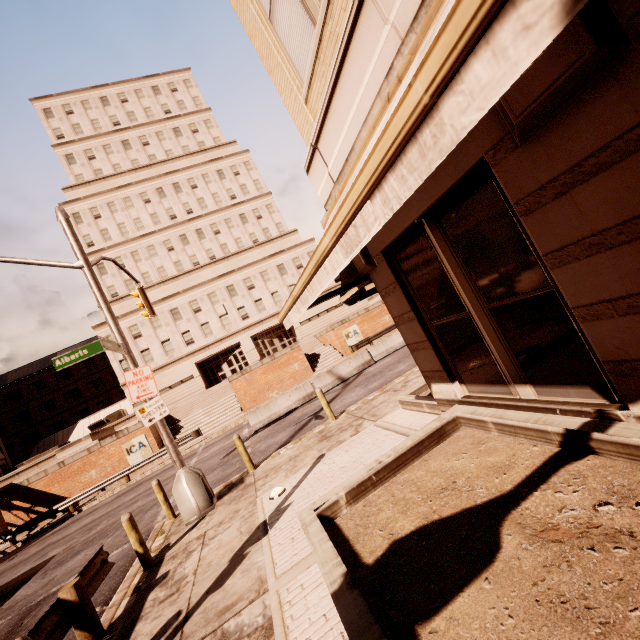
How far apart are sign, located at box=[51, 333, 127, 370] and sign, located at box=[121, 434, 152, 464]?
20.0m

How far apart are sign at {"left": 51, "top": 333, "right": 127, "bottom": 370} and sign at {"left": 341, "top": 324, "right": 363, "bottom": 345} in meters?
23.4 m

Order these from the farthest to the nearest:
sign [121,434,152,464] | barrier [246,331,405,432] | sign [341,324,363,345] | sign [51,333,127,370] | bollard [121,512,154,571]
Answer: sign [341,324,363,345]
sign [121,434,152,464]
barrier [246,331,405,432]
sign [51,333,127,370]
bollard [121,512,154,571]

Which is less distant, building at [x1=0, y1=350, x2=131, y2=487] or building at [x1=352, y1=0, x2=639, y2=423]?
building at [x1=352, y1=0, x2=639, y2=423]

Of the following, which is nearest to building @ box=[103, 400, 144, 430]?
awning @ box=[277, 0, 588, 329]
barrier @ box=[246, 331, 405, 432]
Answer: barrier @ box=[246, 331, 405, 432]

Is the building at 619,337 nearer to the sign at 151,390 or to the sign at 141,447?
the sign at 151,390

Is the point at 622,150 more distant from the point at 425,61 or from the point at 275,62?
the point at 275,62

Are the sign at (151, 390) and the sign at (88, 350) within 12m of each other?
yes
